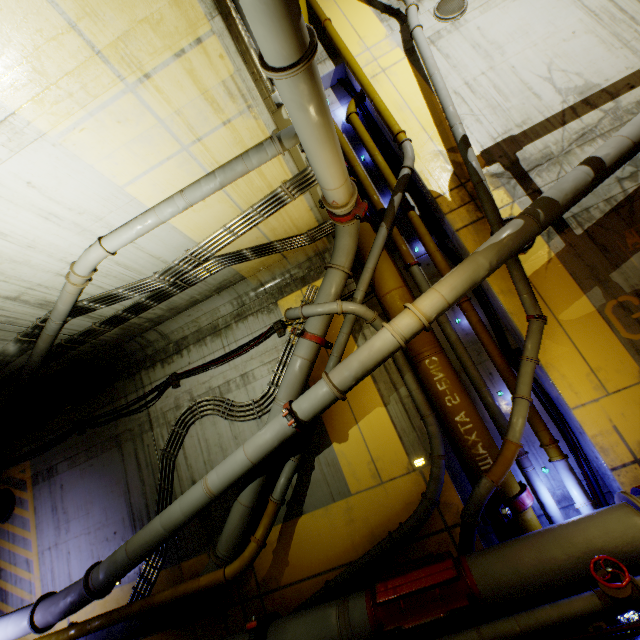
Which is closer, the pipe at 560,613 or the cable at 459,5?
the pipe at 560,613

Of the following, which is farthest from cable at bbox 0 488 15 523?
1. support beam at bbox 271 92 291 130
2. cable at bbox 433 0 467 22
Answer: cable at bbox 433 0 467 22

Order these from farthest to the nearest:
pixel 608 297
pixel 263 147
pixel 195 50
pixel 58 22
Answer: pixel 608 297 → pixel 263 147 → pixel 195 50 → pixel 58 22

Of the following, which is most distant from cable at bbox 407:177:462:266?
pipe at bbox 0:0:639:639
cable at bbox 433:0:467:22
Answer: cable at bbox 433:0:467:22

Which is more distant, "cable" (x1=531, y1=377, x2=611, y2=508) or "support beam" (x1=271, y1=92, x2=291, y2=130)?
"cable" (x1=531, y1=377, x2=611, y2=508)

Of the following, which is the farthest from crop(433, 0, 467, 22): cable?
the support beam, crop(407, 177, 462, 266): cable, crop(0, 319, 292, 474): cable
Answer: crop(0, 319, 292, 474): cable

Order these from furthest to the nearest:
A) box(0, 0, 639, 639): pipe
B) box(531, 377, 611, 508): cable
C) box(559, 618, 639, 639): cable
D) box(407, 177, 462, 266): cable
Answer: box(407, 177, 462, 266): cable
box(531, 377, 611, 508): cable
box(0, 0, 639, 639): pipe
box(559, 618, 639, 639): cable

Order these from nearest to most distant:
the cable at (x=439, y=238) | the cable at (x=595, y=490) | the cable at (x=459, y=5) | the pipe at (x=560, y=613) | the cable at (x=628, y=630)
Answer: the cable at (x=628, y=630) < the pipe at (x=560, y=613) < the cable at (x=595, y=490) < the cable at (x=439, y=238) < the cable at (x=459, y=5)
